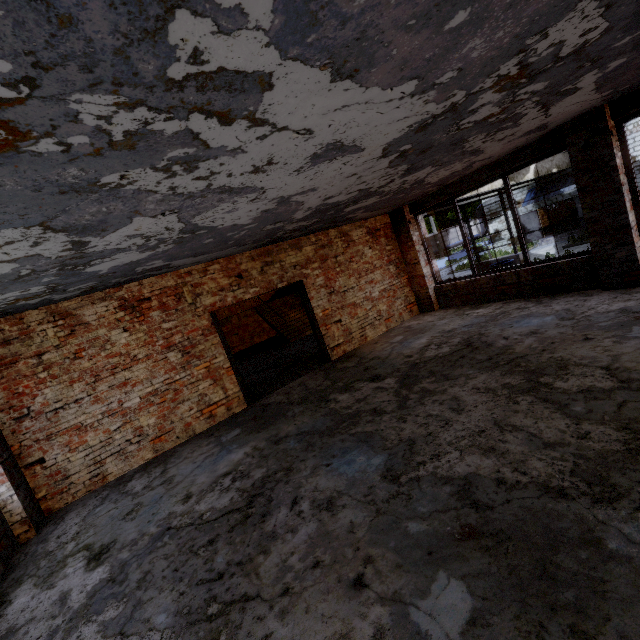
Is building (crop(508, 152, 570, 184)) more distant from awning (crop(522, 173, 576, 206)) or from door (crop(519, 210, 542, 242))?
door (crop(519, 210, 542, 242))

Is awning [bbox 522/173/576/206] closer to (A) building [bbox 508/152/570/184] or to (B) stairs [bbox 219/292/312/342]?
(A) building [bbox 508/152/570/184]

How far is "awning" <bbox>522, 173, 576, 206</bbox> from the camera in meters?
20.7

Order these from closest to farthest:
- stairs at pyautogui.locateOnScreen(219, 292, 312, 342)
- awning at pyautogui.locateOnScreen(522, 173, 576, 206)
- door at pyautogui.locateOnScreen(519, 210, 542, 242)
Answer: stairs at pyautogui.locateOnScreen(219, 292, 312, 342) < awning at pyautogui.locateOnScreen(522, 173, 576, 206) < door at pyautogui.locateOnScreen(519, 210, 542, 242)

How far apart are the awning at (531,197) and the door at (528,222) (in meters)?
0.54

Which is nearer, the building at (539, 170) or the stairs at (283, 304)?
the stairs at (283, 304)

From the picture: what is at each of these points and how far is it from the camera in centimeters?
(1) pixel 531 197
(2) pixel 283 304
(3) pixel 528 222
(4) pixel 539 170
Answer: (1) awning, 2269cm
(2) stairs, 1534cm
(3) door, 2392cm
(4) building, 1872cm

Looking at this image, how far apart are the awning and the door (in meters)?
0.54
